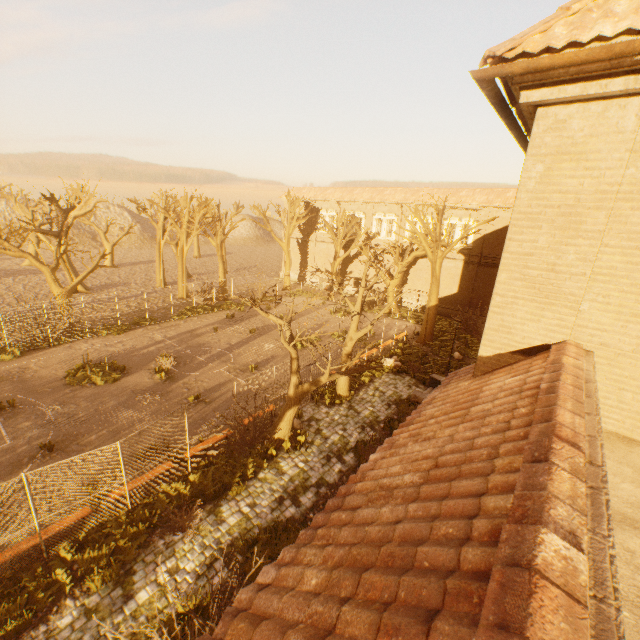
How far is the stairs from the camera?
16.3 meters

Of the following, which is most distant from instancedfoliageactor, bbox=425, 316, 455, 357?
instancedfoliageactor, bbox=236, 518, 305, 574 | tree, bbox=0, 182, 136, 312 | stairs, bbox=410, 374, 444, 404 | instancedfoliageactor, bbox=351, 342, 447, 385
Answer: instancedfoliageactor, bbox=236, 518, 305, 574

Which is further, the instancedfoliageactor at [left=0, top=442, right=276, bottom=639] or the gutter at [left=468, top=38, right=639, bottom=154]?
the instancedfoliageactor at [left=0, top=442, right=276, bottom=639]

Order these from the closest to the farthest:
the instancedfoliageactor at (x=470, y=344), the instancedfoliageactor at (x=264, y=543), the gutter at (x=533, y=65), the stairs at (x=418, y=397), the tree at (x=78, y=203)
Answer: the gutter at (x=533, y=65) → the instancedfoliageactor at (x=264, y=543) → the stairs at (x=418, y=397) → the tree at (x=78, y=203) → the instancedfoliageactor at (x=470, y=344)

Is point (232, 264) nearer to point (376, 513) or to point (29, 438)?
point (29, 438)

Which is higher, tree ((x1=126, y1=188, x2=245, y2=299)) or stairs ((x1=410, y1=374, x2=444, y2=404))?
tree ((x1=126, y1=188, x2=245, y2=299))

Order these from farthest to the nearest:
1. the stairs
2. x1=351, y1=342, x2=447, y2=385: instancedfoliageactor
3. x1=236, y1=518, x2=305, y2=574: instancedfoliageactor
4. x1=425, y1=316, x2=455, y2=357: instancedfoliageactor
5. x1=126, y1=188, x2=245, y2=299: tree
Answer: x1=126, y1=188, x2=245, y2=299: tree < x1=425, y1=316, x2=455, y2=357: instancedfoliageactor < x1=351, y1=342, x2=447, y2=385: instancedfoliageactor < the stairs < x1=236, y1=518, x2=305, y2=574: instancedfoliageactor

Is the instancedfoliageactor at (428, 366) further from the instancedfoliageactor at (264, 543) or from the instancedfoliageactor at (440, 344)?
the instancedfoliageactor at (264, 543)
